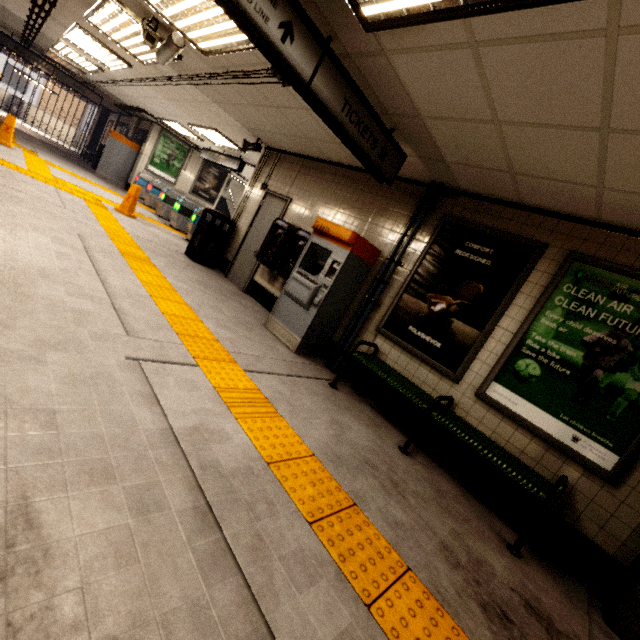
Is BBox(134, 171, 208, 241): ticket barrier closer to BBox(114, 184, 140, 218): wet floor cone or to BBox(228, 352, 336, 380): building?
BBox(114, 184, 140, 218): wet floor cone

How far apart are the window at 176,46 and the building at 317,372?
4.1 meters

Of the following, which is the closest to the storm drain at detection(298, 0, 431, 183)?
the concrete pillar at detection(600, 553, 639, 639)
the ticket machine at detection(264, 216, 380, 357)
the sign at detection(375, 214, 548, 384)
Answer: the sign at detection(375, 214, 548, 384)

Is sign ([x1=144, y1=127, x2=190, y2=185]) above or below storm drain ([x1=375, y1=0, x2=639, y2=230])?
below

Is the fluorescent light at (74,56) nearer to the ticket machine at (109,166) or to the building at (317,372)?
the ticket machine at (109,166)

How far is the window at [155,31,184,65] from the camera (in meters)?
4.14

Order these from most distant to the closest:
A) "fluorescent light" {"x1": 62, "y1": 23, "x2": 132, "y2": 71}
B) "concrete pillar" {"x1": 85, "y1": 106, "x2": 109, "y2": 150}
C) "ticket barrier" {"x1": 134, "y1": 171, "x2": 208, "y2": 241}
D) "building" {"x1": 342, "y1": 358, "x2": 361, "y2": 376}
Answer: "concrete pillar" {"x1": 85, "y1": 106, "x2": 109, "y2": 150} → "ticket barrier" {"x1": 134, "y1": 171, "x2": 208, "y2": 241} → "fluorescent light" {"x1": 62, "y1": 23, "x2": 132, "y2": 71} → "building" {"x1": 342, "y1": 358, "x2": 361, "y2": 376}

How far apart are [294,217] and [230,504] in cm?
538
